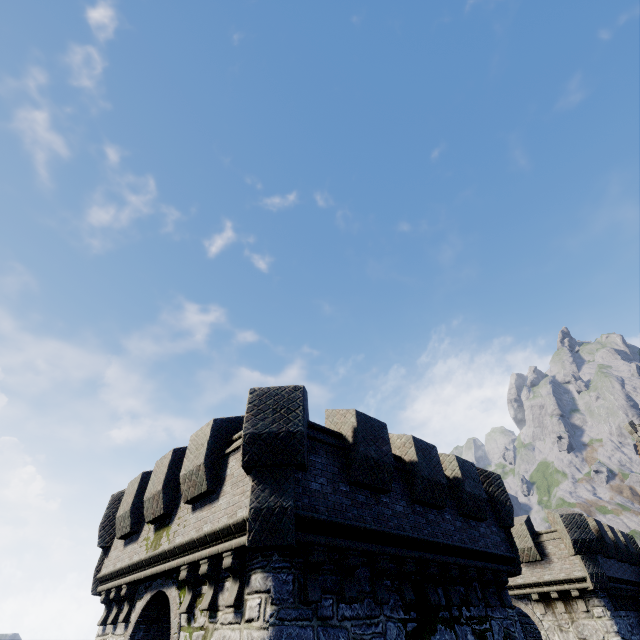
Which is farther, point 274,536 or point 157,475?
point 157,475

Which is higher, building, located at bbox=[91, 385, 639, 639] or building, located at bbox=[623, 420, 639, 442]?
building, located at bbox=[623, 420, 639, 442]

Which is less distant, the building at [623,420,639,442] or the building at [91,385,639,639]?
the building at [91,385,639,639]

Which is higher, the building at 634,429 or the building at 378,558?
the building at 634,429

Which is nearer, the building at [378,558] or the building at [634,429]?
the building at [378,558]
